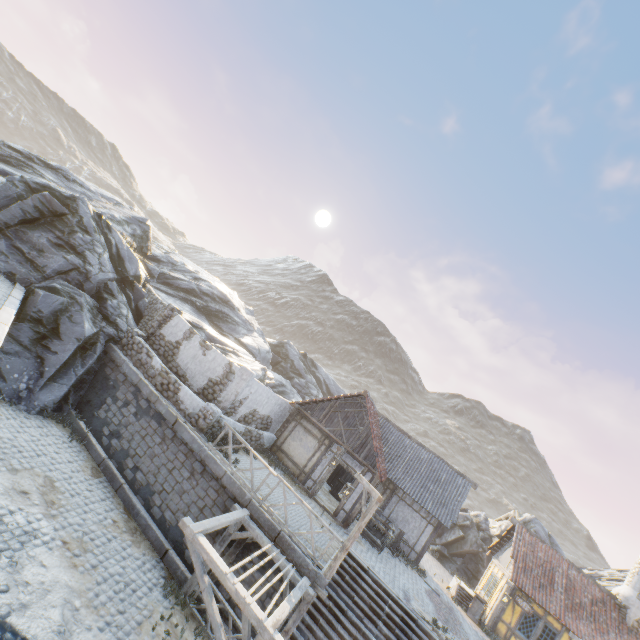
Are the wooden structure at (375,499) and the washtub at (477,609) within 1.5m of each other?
no

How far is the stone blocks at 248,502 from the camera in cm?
1025

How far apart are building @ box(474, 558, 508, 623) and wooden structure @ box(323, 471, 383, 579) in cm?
1367

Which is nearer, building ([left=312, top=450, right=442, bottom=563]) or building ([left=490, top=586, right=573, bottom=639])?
building ([left=312, top=450, right=442, bottom=563])

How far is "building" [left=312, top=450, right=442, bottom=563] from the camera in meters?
16.0

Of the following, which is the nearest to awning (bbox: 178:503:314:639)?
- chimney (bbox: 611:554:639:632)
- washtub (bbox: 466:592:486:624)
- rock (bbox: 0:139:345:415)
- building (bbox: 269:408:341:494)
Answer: building (bbox: 269:408:341:494)

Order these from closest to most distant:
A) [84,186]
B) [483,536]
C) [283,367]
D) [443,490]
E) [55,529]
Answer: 1. [55,529]
2. [443,490]
3. [84,186]
4. [483,536]
5. [283,367]

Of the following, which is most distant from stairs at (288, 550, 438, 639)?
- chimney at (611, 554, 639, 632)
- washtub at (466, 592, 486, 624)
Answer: chimney at (611, 554, 639, 632)
